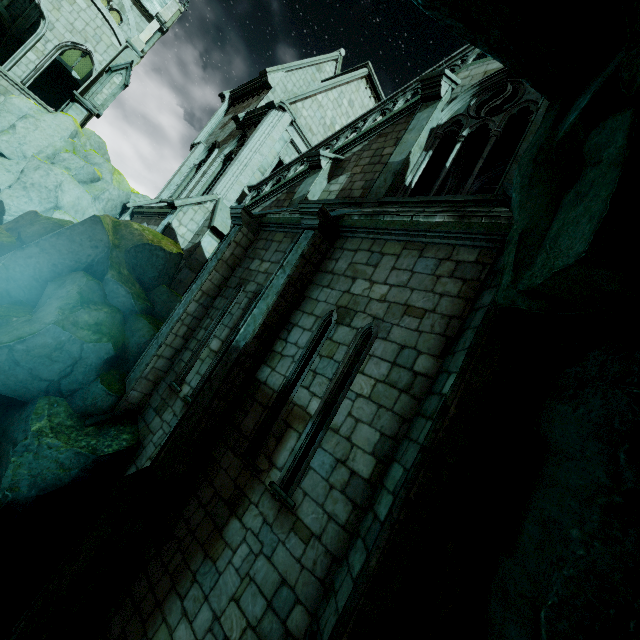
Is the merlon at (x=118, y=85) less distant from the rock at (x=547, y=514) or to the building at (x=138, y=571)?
the building at (x=138, y=571)

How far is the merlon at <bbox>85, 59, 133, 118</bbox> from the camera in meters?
16.9

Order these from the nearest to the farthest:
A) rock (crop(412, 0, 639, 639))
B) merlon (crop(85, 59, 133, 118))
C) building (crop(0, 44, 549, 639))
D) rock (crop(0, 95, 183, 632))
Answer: rock (crop(412, 0, 639, 639)), building (crop(0, 44, 549, 639)), rock (crop(0, 95, 183, 632)), merlon (crop(85, 59, 133, 118))

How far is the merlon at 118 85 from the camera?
16.91m

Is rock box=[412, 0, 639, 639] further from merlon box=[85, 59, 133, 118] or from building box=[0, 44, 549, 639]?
merlon box=[85, 59, 133, 118]

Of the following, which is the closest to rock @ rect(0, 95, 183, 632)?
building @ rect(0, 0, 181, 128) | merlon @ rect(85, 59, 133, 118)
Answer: building @ rect(0, 0, 181, 128)

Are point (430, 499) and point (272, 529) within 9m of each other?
yes

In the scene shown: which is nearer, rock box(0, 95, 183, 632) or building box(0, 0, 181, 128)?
rock box(0, 95, 183, 632)
